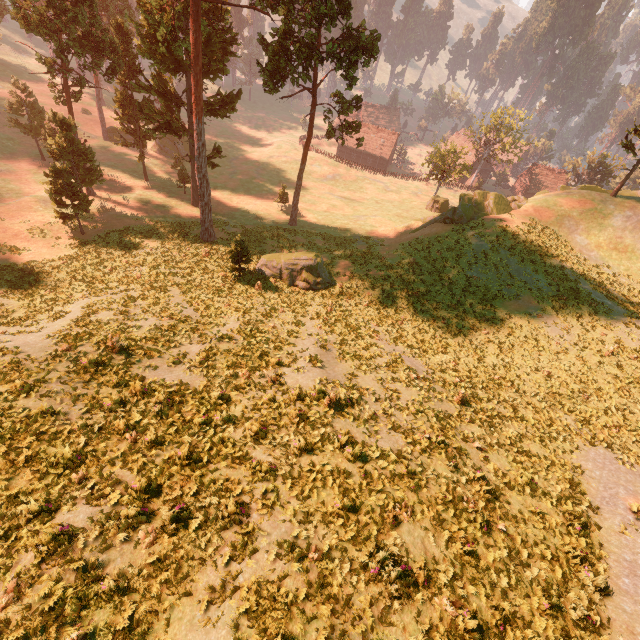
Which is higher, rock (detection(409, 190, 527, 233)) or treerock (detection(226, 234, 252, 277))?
rock (detection(409, 190, 527, 233))

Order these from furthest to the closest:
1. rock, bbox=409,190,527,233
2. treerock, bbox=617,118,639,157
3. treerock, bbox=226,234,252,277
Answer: rock, bbox=409,190,527,233, treerock, bbox=617,118,639,157, treerock, bbox=226,234,252,277

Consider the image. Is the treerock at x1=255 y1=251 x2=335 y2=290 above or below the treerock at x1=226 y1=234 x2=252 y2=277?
below

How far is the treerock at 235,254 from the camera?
23.4 meters

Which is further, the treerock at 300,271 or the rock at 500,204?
the rock at 500,204

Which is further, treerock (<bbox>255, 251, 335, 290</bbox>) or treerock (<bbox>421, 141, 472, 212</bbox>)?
treerock (<bbox>421, 141, 472, 212</bbox>)

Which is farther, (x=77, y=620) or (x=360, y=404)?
(x=360, y=404)
